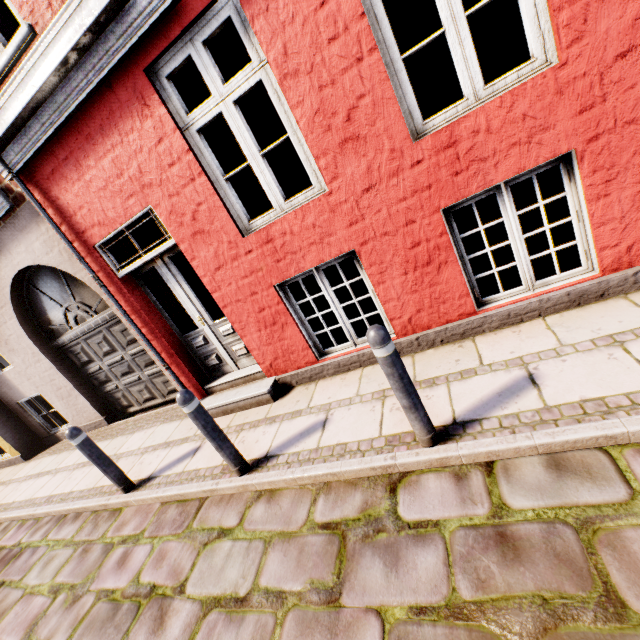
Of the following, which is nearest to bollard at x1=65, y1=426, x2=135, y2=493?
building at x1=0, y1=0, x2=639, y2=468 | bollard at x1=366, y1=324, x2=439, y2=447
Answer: building at x1=0, y1=0, x2=639, y2=468

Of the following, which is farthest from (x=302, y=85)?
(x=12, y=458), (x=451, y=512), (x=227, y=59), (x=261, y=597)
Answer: (x=227, y=59)

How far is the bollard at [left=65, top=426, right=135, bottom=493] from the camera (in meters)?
3.87

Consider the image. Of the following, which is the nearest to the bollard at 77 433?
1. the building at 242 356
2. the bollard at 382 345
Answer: the building at 242 356

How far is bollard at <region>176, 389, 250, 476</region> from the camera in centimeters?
304cm

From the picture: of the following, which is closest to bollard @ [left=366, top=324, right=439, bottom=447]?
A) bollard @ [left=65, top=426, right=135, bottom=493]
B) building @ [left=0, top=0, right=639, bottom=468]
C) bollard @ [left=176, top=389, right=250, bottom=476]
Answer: building @ [left=0, top=0, right=639, bottom=468]

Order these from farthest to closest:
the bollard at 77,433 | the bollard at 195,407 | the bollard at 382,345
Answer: the bollard at 77,433, the bollard at 195,407, the bollard at 382,345

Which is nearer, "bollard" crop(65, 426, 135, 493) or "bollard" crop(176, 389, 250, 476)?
"bollard" crop(176, 389, 250, 476)
